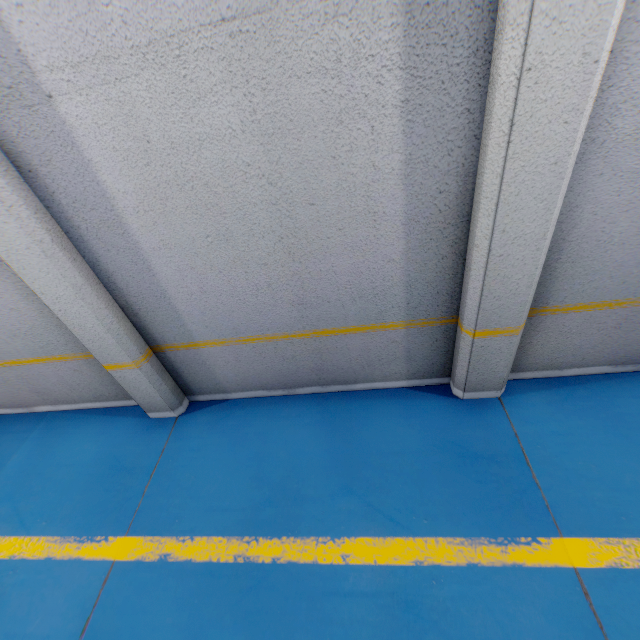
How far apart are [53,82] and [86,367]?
3.1 meters

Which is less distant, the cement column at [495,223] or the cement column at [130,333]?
the cement column at [495,223]

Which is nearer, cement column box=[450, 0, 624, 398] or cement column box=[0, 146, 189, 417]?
cement column box=[450, 0, 624, 398]
